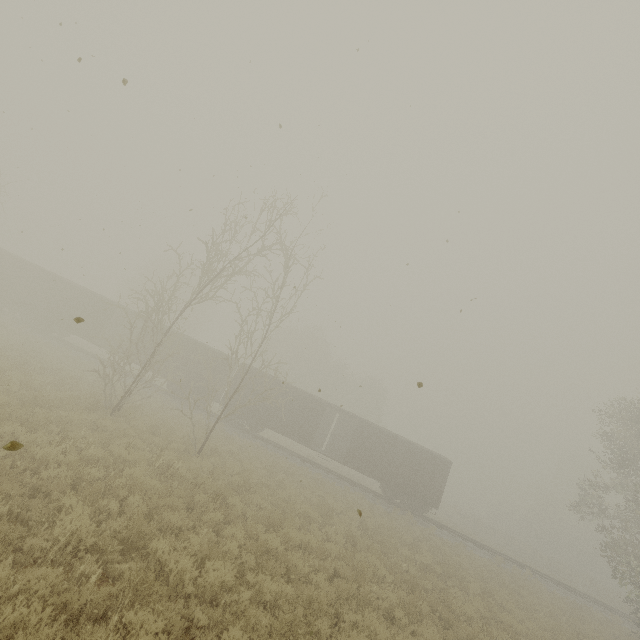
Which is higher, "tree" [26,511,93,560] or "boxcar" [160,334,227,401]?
"boxcar" [160,334,227,401]

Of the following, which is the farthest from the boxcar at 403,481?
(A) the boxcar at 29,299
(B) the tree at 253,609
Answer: (B) the tree at 253,609

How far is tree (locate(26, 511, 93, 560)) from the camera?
5.0m

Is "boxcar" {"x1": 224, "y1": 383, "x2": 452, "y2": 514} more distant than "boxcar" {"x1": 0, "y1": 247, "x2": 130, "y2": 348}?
No

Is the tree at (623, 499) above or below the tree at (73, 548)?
above

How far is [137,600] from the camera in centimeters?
464cm

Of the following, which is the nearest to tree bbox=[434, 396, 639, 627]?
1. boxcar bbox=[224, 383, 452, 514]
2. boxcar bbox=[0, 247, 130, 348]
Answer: boxcar bbox=[224, 383, 452, 514]

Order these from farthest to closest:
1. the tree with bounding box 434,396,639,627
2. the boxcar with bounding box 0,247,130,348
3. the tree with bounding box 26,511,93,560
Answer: the boxcar with bounding box 0,247,130,348
the tree with bounding box 434,396,639,627
the tree with bounding box 26,511,93,560
